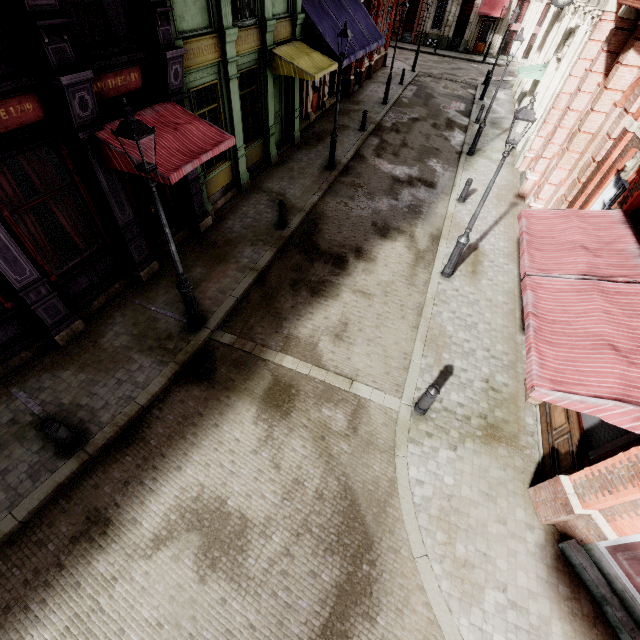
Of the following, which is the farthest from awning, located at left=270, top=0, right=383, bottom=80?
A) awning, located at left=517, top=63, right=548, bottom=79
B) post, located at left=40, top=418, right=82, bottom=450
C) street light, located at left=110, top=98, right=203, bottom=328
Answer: post, located at left=40, top=418, right=82, bottom=450

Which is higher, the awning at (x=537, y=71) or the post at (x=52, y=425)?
the awning at (x=537, y=71)

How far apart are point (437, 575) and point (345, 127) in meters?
19.2 m

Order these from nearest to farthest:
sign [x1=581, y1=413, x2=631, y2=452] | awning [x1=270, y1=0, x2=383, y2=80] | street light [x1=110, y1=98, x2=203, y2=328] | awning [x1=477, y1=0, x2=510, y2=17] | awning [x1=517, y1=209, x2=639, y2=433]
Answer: awning [x1=517, y1=209, x2=639, y2=433] < street light [x1=110, y1=98, x2=203, y2=328] < sign [x1=581, y1=413, x2=631, y2=452] < awning [x1=270, y1=0, x2=383, y2=80] < awning [x1=477, y1=0, x2=510, y2=17]

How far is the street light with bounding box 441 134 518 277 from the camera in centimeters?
736cm

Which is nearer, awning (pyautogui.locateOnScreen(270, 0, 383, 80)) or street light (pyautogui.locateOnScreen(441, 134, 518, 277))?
street light (pyautogui.locateOnScreen(441, 134, 518, 277))

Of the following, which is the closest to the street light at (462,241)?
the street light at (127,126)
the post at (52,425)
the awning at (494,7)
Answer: the street light at (127,126)

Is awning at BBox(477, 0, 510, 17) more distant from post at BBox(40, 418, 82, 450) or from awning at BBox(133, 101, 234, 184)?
post at BBox(40, 418, 82, 450)
